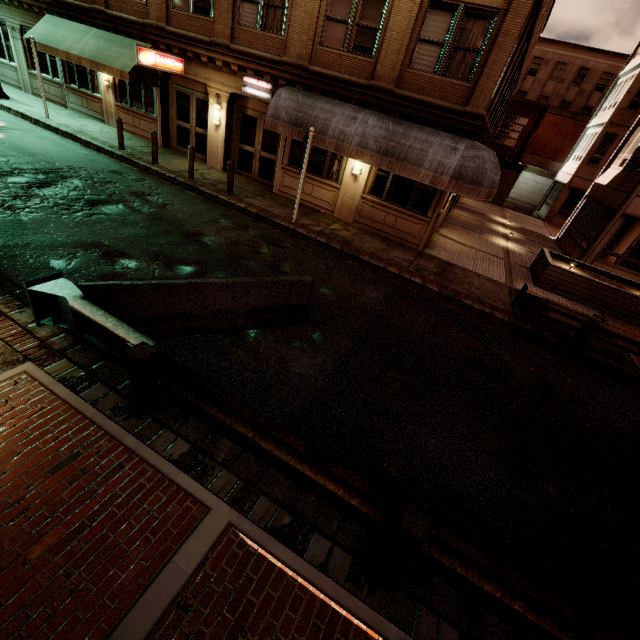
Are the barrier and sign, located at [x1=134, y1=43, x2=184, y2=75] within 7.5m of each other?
no

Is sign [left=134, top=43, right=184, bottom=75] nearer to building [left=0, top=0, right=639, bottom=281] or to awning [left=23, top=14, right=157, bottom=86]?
building [left=0, top=0, right=639, bottom=281]

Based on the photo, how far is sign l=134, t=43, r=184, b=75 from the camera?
12.2m

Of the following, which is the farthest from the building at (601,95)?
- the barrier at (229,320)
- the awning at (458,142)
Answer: the barrier at (229,320)

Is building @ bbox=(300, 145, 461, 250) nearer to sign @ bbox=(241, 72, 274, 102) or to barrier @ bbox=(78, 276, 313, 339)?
sign @ bbox=(241, 72, 274, 102)

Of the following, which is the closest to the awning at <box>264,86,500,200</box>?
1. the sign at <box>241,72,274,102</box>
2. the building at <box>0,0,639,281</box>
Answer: the building at <box>0,0,639,281</box>

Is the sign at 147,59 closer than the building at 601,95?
No

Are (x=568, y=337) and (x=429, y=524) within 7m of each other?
no
